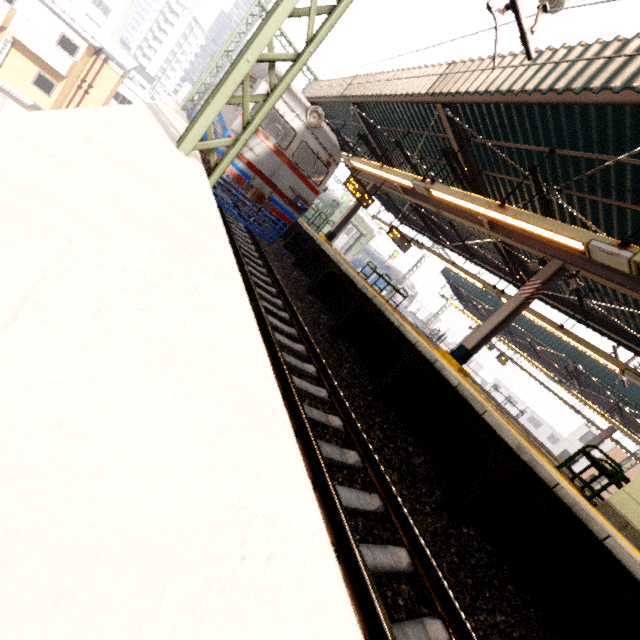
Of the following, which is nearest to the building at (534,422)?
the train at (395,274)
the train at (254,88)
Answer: the train at (395,274)

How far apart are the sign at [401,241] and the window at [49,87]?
27.6m

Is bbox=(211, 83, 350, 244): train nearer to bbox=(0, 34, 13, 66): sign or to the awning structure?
the awning structure

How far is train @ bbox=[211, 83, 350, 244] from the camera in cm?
889

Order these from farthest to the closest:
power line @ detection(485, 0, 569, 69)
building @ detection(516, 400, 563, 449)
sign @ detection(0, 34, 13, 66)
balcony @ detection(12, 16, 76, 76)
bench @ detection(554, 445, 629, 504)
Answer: building @ detection(516, 400, 563, 449) < sign @ detection(0, 34, 13, 66) < balcony @ detection(12, 16, 76, 76) < bench @ detection(554, 445, 629, 504) < power line @ detection(485, 0, 569, 69)

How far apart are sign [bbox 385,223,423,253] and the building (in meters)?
57.81

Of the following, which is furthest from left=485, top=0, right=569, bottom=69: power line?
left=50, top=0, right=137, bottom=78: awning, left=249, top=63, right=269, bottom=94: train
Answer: left=50, top=0, right=137, bottom=78: awning

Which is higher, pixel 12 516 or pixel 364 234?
pixel 364 234
